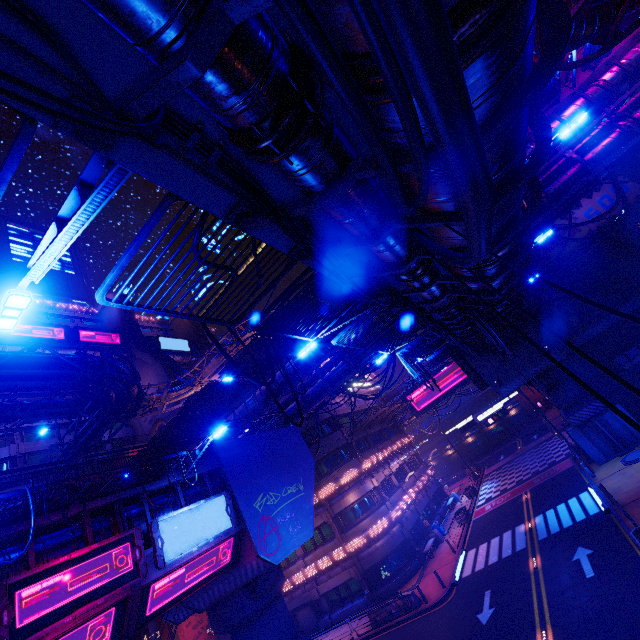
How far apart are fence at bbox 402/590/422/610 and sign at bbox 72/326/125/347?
50.43m

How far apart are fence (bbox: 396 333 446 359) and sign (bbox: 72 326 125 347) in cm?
4942

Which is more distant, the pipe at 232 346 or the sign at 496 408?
the pipe at 232 346

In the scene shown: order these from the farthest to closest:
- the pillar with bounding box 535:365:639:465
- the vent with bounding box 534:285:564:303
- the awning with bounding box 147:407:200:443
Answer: the vent with bounding box 534:285:564:303 → the awning with bounding box 147:407:200:443 → the pillar with bounding box 535:365:639:465

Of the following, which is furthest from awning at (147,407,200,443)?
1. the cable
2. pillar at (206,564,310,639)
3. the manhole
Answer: the manhole

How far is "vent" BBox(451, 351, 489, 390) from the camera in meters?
28.7 m

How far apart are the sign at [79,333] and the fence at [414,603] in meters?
50.4

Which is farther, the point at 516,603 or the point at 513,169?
the point at 516,603
